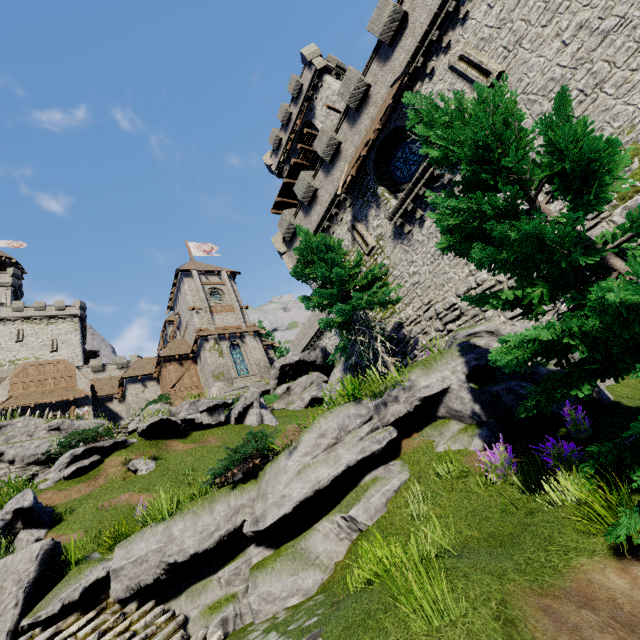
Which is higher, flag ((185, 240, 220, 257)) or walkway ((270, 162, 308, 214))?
flag ((185, 240, 220, 257))

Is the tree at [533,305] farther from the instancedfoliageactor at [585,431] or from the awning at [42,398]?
the awning at [42,398]

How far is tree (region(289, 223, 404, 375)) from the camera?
12.6 meters

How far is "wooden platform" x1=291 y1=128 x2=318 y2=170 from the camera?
27.17m

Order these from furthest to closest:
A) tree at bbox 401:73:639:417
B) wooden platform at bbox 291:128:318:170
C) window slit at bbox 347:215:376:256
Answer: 1. wooden platform at bbox 291:128:318:170
2. window slit at bbox 347:215:376:256
3. tree at bbox 401:73:639:417

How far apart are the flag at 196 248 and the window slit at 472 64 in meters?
35.5

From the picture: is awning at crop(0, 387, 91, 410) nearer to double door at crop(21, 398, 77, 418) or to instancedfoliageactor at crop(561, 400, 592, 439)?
double door at crop(21, 398, 77, 418)

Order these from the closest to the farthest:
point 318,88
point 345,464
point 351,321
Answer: point 345,464, point 351,321, point 318,88
